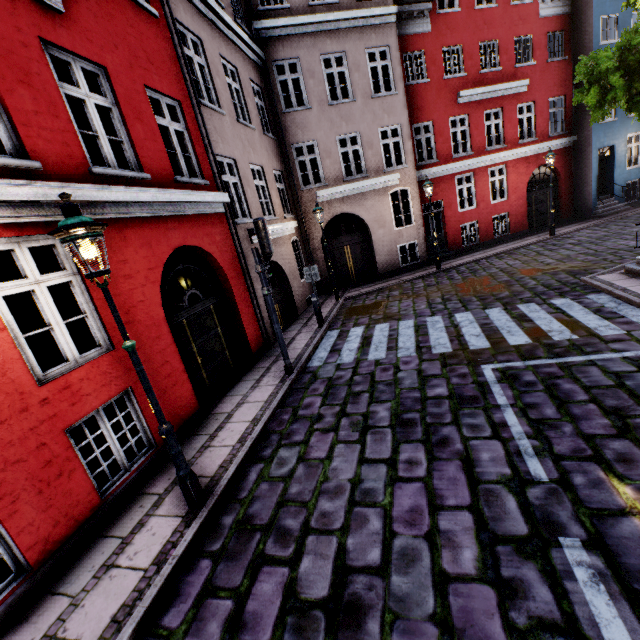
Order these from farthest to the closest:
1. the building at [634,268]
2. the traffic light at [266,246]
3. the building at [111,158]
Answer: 1. the building at [634,268]
2. the traffic light at [266,246]
3. the building at [111,158]

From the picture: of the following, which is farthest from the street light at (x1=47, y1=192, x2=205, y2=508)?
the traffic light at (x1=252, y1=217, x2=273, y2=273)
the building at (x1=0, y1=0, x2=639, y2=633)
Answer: the traffic light at (x1=252, y1=217, x2=273, y2=273)

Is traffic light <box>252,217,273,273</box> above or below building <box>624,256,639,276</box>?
above

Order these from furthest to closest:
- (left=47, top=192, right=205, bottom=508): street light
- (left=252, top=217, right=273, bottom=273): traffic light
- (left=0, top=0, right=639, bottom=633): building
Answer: (left=252, top=217, right=273, bottom=273): traffic light, (left=0, top=0, right=639, bottom=633): building, (left=47, top=192, right=205, bottom=508): street light

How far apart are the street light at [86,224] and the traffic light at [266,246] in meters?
3.3 m

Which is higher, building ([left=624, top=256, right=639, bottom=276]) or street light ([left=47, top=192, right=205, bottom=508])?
street light ([left=47, top=192, right=205, bottom=508])

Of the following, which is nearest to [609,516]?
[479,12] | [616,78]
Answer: [616,78]
